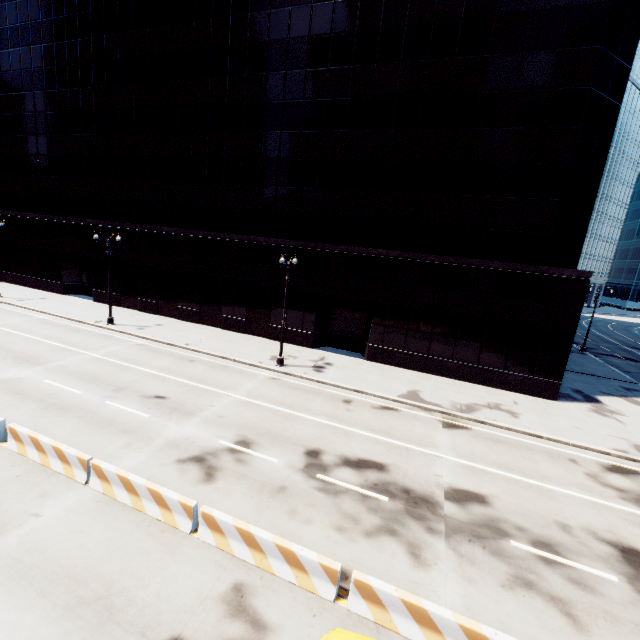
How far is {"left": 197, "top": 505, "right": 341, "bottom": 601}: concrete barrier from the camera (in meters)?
7.62

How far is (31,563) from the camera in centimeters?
768cm

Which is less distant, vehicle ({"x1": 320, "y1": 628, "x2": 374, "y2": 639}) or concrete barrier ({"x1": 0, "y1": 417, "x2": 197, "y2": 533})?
vehicle ({"x1": 320, "y1": 628, "x2": 374, "y2": 639})

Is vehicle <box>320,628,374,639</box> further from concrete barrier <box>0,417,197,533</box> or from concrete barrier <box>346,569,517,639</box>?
concrete barrier <box>0,417,197,533</box>

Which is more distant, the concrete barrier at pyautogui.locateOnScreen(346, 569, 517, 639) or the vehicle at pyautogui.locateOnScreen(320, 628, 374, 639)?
the concrete barrier at pyautogui.locateOnScreen(346, 569, 517, 639)

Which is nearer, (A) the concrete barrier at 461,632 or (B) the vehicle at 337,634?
(B) the vehicle at 337,634

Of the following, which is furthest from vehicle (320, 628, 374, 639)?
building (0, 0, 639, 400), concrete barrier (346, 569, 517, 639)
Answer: building (0, 0, 639, 400)

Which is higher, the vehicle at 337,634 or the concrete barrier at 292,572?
the vehicle at 337,634
